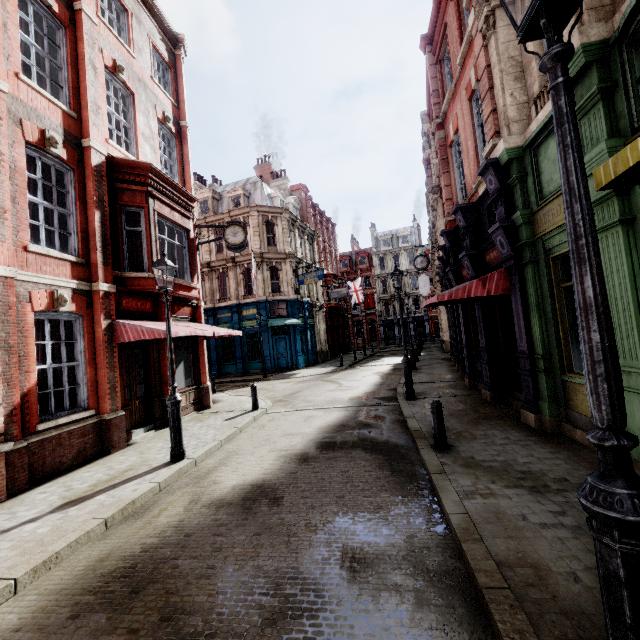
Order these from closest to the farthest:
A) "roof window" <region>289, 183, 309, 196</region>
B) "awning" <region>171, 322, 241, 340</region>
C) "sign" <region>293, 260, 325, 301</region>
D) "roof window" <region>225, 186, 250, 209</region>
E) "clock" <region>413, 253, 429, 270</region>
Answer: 1. "awning" <region>171, 322, 241, 340</region>
2. "clock" <region>413, 253, 429, 270</region>
3. "sign" <region>293, 260, 325, 301</region>
4. "roof window" <region>225, 186, 250, 209</region>
5. "roof window" <region>289, 183, 309, 196</region>

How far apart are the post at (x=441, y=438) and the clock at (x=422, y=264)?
15.3m

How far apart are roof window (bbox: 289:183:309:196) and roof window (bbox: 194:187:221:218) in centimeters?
1029cm

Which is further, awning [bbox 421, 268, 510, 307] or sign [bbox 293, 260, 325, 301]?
sign [bbox 293, 260, 325, 301]

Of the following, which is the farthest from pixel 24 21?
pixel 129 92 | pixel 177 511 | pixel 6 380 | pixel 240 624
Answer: pixel 240 624

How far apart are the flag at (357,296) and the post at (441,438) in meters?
34.0 m

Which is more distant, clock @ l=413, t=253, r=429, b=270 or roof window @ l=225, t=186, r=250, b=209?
roof window @ l=225, t=186, r=250, b=209

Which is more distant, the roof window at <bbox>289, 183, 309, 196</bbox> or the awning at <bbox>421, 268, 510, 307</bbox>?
the roof window at <bbox>289, 183, 309, 196</bbox>
